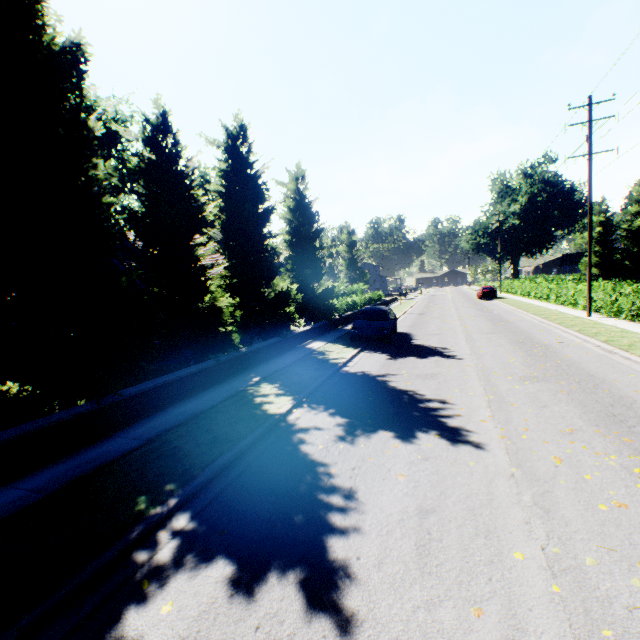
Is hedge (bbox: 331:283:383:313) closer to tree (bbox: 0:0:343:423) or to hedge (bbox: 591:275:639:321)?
tree (bbox: 0:0:343:423)

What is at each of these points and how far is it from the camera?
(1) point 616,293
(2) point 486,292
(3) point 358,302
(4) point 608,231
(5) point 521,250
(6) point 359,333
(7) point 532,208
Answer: (1) hedge, 16.8 meters
(2) car, 38.0 meters
(3) hedge, 31.0 meters
(4) tree, 43.2 meters
(5) plant, 59.8 meters
(6) car, 15.1 meters
(7) plant, 57.0 meters

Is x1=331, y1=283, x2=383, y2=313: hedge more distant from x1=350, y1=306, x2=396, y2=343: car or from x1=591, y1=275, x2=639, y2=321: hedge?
x1=350, y1=306, x2=396, y2=343: car

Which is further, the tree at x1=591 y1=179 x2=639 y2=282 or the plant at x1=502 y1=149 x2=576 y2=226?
the plant at x1=502 y1=149 x2=576 y2=226

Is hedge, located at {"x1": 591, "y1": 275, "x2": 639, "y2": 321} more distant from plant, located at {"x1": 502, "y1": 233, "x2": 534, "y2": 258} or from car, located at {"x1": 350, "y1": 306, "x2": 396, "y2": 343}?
plant, located at {"x1": 502, "y1": 233, "x2": 534, "y2": 258}

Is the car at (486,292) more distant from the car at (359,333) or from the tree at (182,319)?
the car at (359,333)

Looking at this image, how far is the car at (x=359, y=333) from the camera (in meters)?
14.91

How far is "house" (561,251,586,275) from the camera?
54.2m
